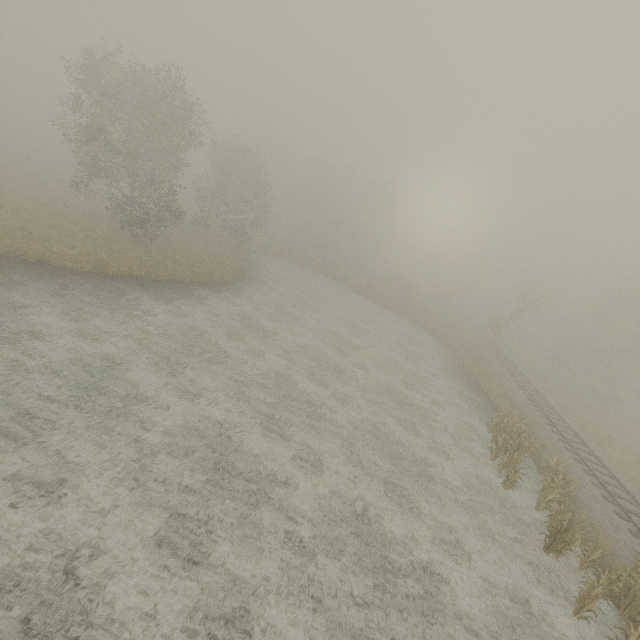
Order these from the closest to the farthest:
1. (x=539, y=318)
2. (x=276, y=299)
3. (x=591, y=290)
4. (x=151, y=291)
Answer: (x=151, y=291) < (x=276, y=299) < (x=591, y=290) < (x=539, y=318)

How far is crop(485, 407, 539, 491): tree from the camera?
13.70m

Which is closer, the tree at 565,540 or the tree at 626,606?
the tree at 626,606

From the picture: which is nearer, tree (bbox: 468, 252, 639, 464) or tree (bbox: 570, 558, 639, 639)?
tree (bbox: 570, 558, 639, 639)

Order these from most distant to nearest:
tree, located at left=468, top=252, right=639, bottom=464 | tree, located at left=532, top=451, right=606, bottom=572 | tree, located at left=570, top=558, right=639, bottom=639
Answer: tree, located at left=468, top=252, right=639, bottom=464
tree, located at left=532, top=451, right=606, bottom=572
tree, located at left=570, top=558, right=639, bottom=639
